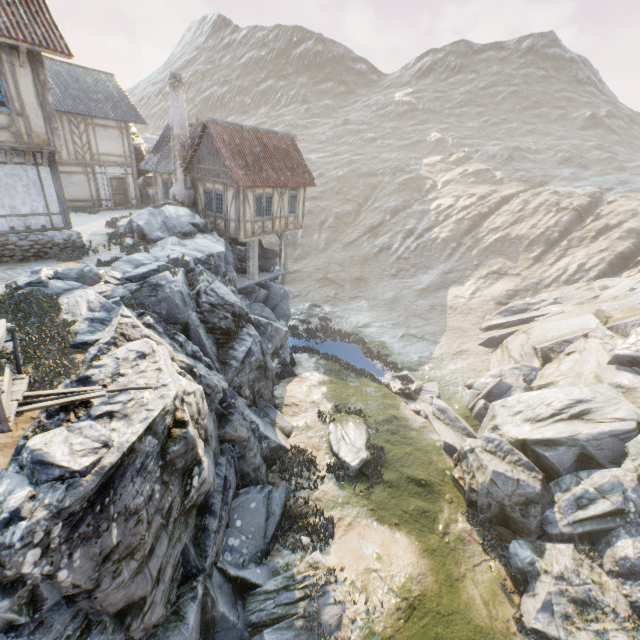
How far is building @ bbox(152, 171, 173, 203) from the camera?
21.7 meters

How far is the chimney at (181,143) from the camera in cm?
1766

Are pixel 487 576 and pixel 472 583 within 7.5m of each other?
yes

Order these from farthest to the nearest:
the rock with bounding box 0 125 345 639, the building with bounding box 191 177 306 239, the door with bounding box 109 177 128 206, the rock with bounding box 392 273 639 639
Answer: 1. the door with bounding box 109 177 128 206
2. the building with bounding box 191 177 306 239
3. the rock with bounding box 392 273 639 639
4. the rock with bounding box 0 125 345 639

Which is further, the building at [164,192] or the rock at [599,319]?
the building at [164,192]

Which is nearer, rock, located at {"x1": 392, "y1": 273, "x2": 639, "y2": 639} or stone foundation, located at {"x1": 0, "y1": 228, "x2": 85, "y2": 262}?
rock, located at {"x1": 392, "y1": 273, "x2": 639, "y2": 639}

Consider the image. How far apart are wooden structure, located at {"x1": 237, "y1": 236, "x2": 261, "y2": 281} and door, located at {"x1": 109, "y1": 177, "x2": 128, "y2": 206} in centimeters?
1103cm

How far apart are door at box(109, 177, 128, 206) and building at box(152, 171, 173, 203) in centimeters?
293cm
